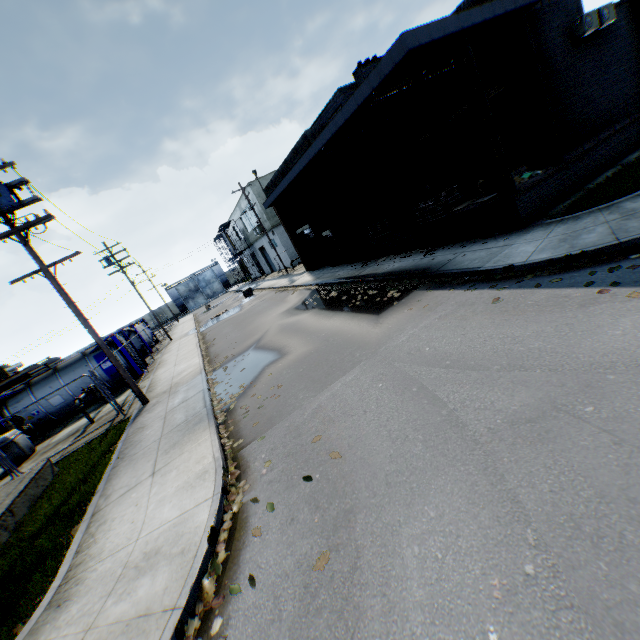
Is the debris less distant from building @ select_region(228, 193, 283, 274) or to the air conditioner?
the air conditioner

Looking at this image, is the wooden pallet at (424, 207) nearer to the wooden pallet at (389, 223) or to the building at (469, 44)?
the building at (469, 44)

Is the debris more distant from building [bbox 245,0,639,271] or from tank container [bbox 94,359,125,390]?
tank container [bbox 94,359,125,390]

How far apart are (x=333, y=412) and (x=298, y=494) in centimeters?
173cm

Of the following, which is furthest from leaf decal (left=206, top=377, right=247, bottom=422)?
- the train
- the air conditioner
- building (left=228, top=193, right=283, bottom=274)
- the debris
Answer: building (left=228, top=193, right=283, bottom=274)

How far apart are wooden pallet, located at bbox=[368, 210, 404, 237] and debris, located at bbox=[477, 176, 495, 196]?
4.5m

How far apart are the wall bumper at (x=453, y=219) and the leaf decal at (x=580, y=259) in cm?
252

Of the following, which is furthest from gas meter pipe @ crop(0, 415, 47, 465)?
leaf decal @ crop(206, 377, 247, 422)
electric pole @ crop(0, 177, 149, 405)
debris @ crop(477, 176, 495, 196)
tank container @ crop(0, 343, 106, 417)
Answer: debris @ crop(477, 176, 495, 196)
